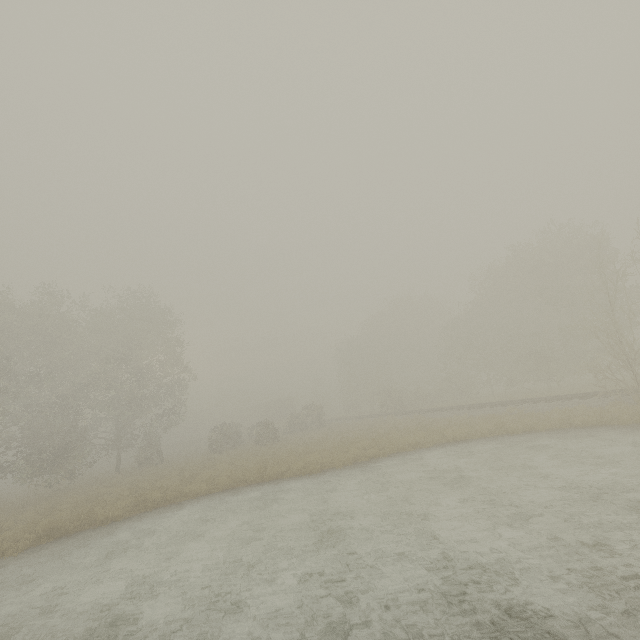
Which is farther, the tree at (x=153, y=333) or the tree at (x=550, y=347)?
the tree at (x=153, y=333)

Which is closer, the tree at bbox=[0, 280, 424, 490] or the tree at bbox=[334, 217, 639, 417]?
the tree at bbox=[334, 217, 639, 417]

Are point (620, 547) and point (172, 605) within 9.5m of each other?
yes
